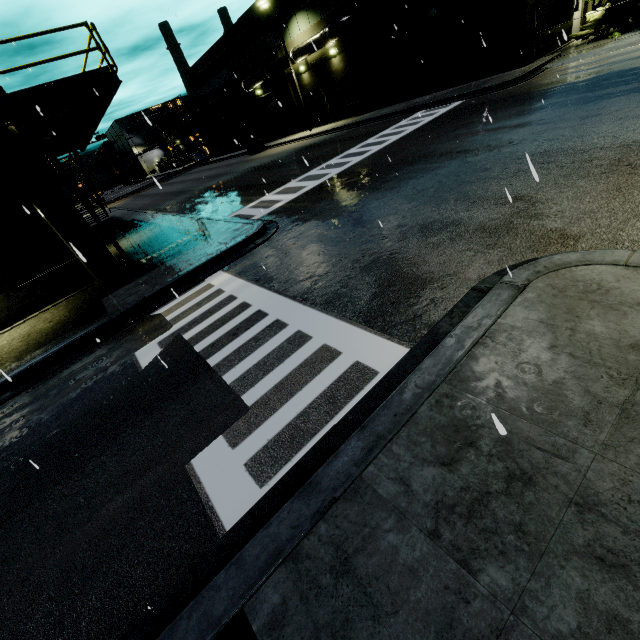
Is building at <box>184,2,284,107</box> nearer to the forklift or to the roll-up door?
the roll-up door

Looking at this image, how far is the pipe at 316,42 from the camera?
23.59m

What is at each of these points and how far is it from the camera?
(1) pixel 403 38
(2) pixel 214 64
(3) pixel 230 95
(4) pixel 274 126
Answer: (1) building, 22.2 meters
(2) building, 39.6 meters
(3) pipe, 38.4 meters
(4) roll-up door, 38.5 meters

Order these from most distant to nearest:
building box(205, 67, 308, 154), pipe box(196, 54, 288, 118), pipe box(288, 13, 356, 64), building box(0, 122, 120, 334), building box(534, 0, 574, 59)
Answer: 1. building box(205, 67, 308, 154)
2. pipe box(196, 54, 288, 118)
3. pipe box(288, 13, 356, 64)
4. building box(534, 0, 574, 59)
5. building box(0, 122, 120, 334)

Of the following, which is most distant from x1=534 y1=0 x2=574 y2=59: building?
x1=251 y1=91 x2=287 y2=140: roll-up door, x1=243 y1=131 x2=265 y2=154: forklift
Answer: x1=243 y1=131 x2=265 y2=154: forklift

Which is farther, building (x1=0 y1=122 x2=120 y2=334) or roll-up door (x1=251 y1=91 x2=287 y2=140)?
roll-up door (x1=251 y1=91 x2=287 y2=140)

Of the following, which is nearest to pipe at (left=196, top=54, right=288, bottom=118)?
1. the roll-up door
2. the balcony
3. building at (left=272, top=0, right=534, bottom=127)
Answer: building at (left=272, top=0, right=534, bottom=127)

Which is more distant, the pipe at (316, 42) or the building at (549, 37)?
the pipe at (316, 42)
